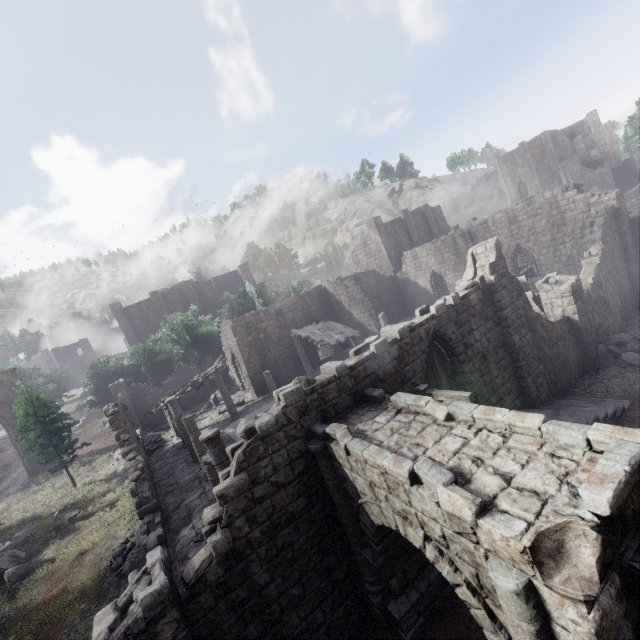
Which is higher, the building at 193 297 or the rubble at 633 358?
the building at 193 297

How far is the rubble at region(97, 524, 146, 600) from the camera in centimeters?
1182cm

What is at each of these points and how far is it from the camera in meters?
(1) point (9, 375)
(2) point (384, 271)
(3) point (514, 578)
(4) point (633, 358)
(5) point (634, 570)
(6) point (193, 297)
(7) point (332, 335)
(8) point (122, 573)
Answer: (1) column, 29.4 m
(2) building, 37.6 m
(3) stone arch, 3.6 m
(4) rubble, 14.6 m
(5) building, 3.4 m
(6) building, 46.3 m
(7) wooden plank rubble, 25.1 m
(8) rubble, 12.2 m

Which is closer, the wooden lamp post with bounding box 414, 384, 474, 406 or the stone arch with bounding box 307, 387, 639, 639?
the stone arch with bounding box 307, 387, 639, 639

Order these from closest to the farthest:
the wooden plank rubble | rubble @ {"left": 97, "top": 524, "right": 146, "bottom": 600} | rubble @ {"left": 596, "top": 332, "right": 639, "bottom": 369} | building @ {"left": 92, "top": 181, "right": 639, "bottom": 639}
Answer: building @ {"left": 92, "top": 181, "right": 639, "bottom": 639}
rubble @ {"left": 97, "top": 524, "right": 146, "bottom": 600}
rubble @ {"left": 596, "top": 332, "right": 639, "bottom": 369}
the wooden plank rubble

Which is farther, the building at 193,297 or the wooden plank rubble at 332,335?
the building at 193,297

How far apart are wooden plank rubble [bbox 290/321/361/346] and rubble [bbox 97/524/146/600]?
15.9 meters

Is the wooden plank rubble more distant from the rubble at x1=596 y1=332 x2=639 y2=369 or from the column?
the column
